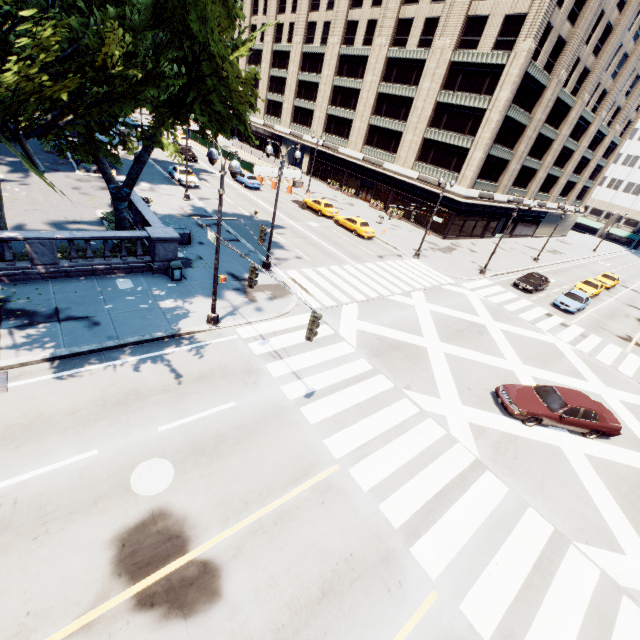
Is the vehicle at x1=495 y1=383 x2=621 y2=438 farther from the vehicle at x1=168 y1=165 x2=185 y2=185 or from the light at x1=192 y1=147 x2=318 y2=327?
the vehicle at x1=168 y1=165 x2=185 y2=185

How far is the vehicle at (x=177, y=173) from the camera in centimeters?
3303cm

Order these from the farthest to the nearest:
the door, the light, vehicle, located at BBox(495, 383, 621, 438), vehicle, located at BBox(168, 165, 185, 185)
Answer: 1. the door
2. vehicle, located at BBox(168, 165, 185, 185)
3. vehicle, located at BBox(495, 383, 621, 438)
4. the light

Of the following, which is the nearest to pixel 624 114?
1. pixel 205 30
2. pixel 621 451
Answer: pixel 621 451

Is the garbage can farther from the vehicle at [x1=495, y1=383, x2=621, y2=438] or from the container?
the vehicle at [x1=495, y1=383, x2=621, y2=438]

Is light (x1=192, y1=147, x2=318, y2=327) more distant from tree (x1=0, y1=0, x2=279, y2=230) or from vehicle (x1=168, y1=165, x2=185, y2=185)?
vehicle (x1=168, y1=165, x2=185, y2=185)

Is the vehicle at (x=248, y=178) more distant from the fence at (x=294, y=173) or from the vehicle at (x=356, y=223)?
the vehicle at (x=356, y=223)

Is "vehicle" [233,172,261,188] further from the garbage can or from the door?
the garbage can
